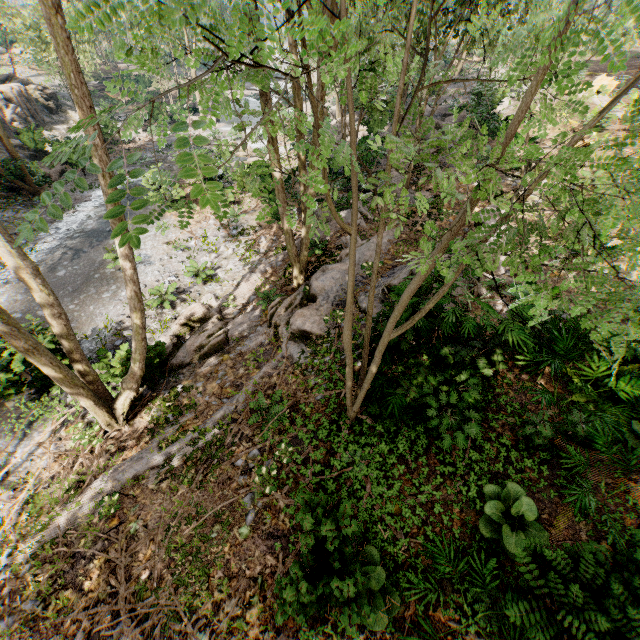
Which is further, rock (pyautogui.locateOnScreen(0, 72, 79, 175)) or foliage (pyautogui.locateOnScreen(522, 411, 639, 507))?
rock (pyautogui.locateOnScreen(0, 72, 79, 175))

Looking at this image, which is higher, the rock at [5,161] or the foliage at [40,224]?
the foliage at [40,224]

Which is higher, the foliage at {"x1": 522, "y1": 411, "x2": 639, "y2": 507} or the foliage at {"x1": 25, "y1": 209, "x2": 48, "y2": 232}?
the foliage at {"x1": 25, "y1": 209, "x2": 48, "y2": 232}

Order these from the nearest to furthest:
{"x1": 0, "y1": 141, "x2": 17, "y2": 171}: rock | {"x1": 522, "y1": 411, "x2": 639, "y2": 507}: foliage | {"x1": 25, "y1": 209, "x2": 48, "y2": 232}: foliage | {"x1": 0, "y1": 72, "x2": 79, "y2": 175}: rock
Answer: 1. {"x1": 25, "y1": 209, "x2": 48, "y2": 232}: foliage
2. {"x1": 522, "y1": 411, "x2": 639, "y2": 507}: foliage
3. {"x1": 0, "y1": 141, "x2": 17, "y2": 171}: rock
4. {"x1": 0, "y1": 72, "x2": 79, "y2": 175}: rock

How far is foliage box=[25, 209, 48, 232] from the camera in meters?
0.9

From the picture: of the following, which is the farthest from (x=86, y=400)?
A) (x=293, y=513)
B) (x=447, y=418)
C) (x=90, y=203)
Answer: (x=90, y=203)
